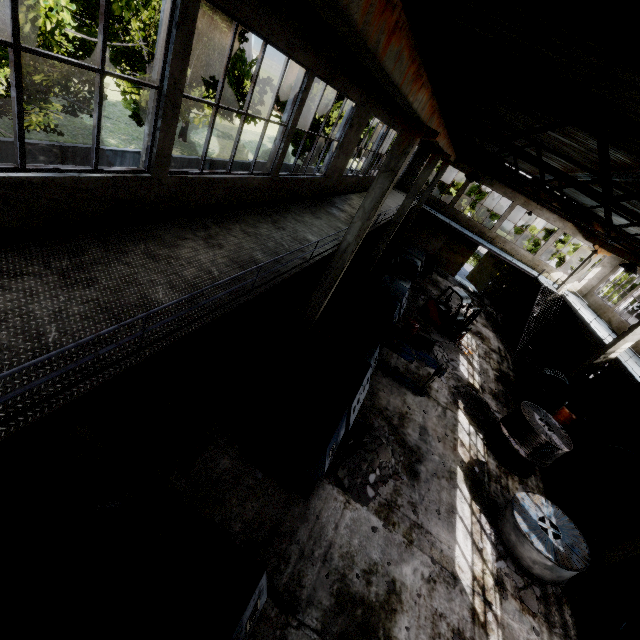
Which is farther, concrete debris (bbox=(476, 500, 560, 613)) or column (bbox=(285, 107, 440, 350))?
concrete debris (bbox=(476, 500, 560, 613))

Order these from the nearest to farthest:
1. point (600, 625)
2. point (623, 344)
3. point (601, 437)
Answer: point (600, 625)
point (623, 344)
point (601, 437)

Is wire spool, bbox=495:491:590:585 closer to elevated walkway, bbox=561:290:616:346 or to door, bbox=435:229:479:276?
elevated walkway, bbox=561:290:616:346

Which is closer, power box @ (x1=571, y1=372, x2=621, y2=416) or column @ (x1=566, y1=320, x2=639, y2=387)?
column @ (x1=566, y1=320, x2=639, y2=387)

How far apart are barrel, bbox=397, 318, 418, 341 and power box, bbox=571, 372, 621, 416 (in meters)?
11.62

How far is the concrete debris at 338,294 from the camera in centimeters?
1612cm

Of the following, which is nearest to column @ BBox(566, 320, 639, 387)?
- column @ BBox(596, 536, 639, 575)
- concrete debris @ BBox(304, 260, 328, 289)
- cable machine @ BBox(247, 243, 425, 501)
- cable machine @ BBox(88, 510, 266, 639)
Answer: column @ BBox(596, 536, 639, 575)

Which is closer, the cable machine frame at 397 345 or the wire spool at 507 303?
the cable machine frame at 397 345
